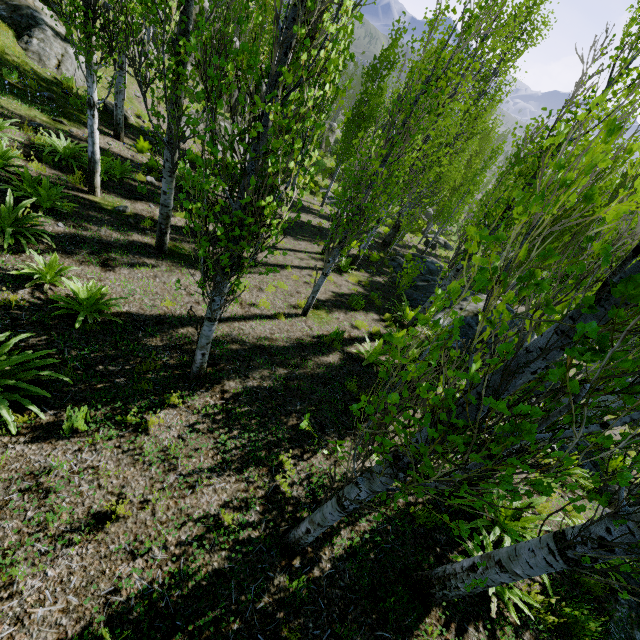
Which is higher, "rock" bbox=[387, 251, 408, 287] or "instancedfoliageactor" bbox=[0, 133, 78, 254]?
"instancedfoliageactor" bbox=[0, 133, 78, 254]

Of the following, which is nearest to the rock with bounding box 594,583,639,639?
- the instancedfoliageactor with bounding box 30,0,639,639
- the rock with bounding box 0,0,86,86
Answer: the instancedfoliageactor with bounding box 30,0,639,639

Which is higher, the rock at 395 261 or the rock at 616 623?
the rock at 616 623

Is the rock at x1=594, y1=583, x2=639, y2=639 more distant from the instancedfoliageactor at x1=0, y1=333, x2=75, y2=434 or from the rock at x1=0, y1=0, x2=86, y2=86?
the rock at x1=0, y1=0, x2=86, y2=86

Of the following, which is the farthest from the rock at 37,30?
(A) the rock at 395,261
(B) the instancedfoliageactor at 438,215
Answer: (A) the rock at 395,261

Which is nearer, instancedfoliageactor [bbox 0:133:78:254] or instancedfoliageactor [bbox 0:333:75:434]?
instancedfoliageactor [bbox 0:333:75:434]

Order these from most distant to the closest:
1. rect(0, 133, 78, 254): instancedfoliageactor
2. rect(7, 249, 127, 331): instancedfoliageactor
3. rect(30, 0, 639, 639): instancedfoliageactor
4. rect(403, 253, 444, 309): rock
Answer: rect(403, 253, 444, 309): rock → rect(0, 133, 78, 254): instancedfoliageactor → rect(7, 249, 127, 331): instancedfoliageactor → rect(30, 0, 639, 639): instancedfoliageactor

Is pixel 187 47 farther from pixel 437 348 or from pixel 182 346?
pixel 437 348
